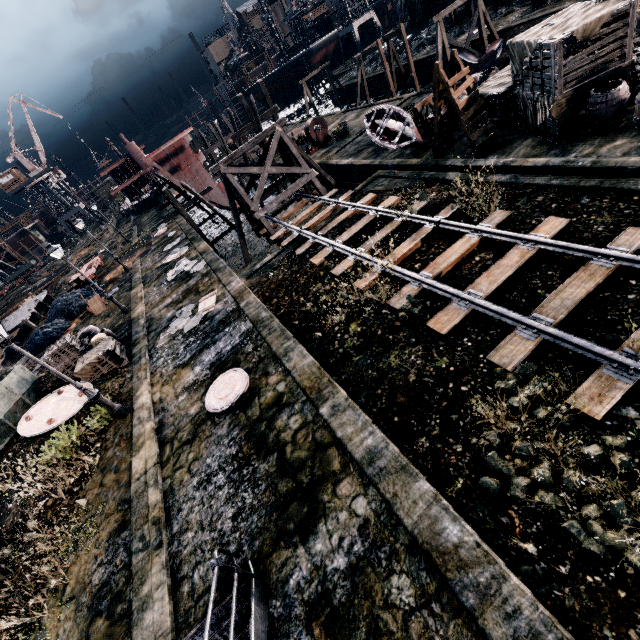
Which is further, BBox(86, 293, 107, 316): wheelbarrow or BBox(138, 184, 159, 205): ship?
BBox(138, 184, 159, 205): ship

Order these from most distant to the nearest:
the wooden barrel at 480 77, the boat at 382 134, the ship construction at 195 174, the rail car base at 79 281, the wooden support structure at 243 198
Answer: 1. the rail car base at 79 281
2. the ship construction at 195 174
3. the wooden support structure at 243 198
4. the boat at 382 134
5. the wooden barrel at 480 77

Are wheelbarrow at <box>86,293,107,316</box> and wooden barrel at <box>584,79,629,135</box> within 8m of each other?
no

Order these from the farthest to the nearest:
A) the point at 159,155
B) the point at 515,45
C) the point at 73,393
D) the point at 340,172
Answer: the point at 159,155 < the point at 340,172 < the point at 73,393 < the point at 515,45

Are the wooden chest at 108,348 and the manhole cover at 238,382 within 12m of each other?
yes

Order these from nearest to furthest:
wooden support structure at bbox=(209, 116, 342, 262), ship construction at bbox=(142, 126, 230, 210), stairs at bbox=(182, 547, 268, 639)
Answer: stairs at bbox=(182, 547, 268, 639)
wooden support structure at bbox=(209, 116, 342, 262)
ship construction at bbox=(142, 126, 230, 210)

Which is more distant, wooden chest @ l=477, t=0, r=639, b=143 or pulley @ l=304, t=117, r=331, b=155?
pulley @ l=304, t=117, r=331, b=155

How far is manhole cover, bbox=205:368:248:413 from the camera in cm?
1062
